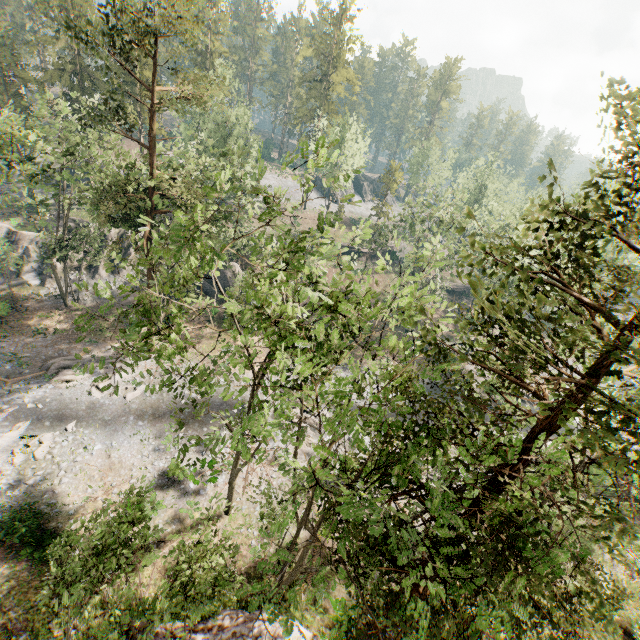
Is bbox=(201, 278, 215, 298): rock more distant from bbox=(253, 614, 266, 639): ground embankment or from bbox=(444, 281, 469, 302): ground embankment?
bbox=(253, 614, 266, 639): ground embankment

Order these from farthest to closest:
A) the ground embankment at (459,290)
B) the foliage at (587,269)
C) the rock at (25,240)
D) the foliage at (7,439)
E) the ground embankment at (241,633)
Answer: the ground embankment at (459,290), the rock at (25,240), the foliage at (7,439), the ground embankment at (241,633), the foliage at (587,269)

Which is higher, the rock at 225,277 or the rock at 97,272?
the rock at 225,277

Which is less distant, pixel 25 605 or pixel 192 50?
pixel 25 605

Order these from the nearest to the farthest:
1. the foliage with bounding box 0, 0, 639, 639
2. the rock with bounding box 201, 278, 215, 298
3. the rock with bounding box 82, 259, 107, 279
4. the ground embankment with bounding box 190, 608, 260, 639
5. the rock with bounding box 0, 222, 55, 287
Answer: the foliage with bounding box 0, 0, 639, 639 → the ground embankment with bounding box 190, 608, 260, 639 → the rock with bounding box 0, 222, 55, 287 → the rock with bounding box 82, 259, 107, 279 → the rock with bounding box 201, 278, 215, 298

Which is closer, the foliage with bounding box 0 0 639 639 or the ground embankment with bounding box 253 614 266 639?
the foliage with bounding box 0 0 639 639

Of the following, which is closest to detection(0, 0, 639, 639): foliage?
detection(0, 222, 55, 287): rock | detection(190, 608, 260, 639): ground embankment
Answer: detection(190, 608, 260, 639): ground embankment

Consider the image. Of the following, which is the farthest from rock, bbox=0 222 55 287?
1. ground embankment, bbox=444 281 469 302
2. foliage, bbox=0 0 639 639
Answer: ground embankment, bbox=444 281 469 302
